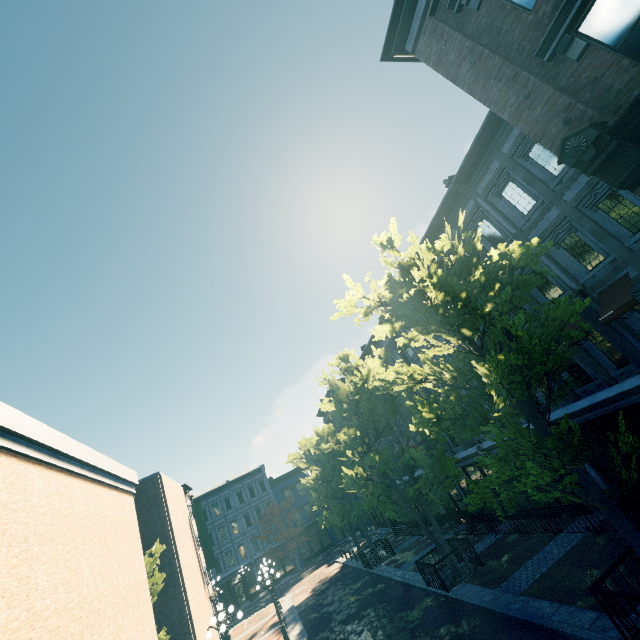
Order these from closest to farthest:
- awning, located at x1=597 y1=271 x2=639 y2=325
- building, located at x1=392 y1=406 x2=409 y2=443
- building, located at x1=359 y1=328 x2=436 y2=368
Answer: awning, located at x1=597 y1=271 x2=639 y2=325 < building, located at x1=359 y1=328 x2=436 y2=368 < building, located at x1=392 y1=406 x2=409 y2=443

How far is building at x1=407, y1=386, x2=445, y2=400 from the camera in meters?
20.4 m

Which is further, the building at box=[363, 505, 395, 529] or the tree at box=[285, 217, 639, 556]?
the building at box=[363, 505, 395, 529]

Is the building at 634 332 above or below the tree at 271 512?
below

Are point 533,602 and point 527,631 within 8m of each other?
yes

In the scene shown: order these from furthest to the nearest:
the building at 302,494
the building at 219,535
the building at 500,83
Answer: the building at 302,494 → the building at 219,535 → the building at 500,83

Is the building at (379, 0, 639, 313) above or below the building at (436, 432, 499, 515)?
above
